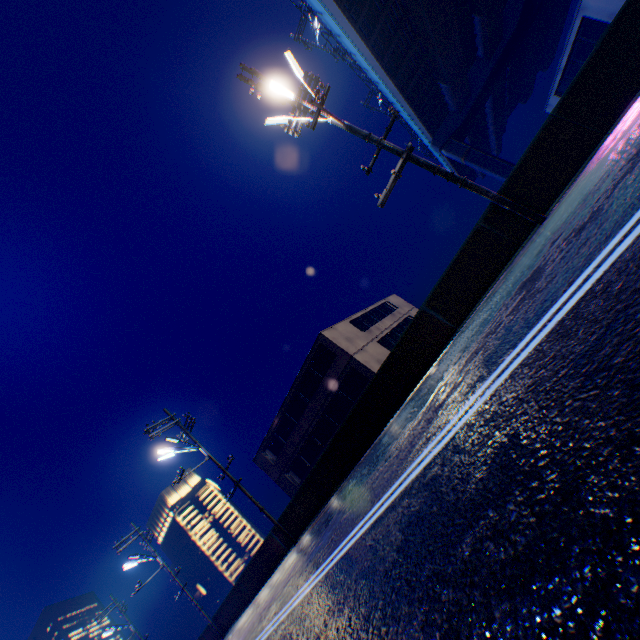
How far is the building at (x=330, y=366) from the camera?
24.33m

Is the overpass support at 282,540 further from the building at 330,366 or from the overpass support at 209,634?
the building at 330,366

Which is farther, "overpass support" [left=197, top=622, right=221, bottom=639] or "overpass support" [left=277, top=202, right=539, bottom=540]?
"overpass support" [left=197, top=622, right=221, bottom=639]

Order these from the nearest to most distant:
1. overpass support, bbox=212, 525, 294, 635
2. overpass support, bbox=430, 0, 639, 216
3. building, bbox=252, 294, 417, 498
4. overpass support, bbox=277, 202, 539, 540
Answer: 1. overpass support, bbox=430, 0, 639, 216
2. overpass support, bbox=277, 202, 539, 540
3. overpass support, bbox=212, 525, 294, 635
4. building, bbox=252, 294, 417, 498

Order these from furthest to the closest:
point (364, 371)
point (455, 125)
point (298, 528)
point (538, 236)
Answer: point (455, 125) → point (364, 371) → point (298, 528) → point (538, 236)

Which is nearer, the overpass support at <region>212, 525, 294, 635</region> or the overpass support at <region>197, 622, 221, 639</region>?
the overpass support at <region>212, 525, 294, 635</region>

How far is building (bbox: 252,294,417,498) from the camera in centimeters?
2433cm
